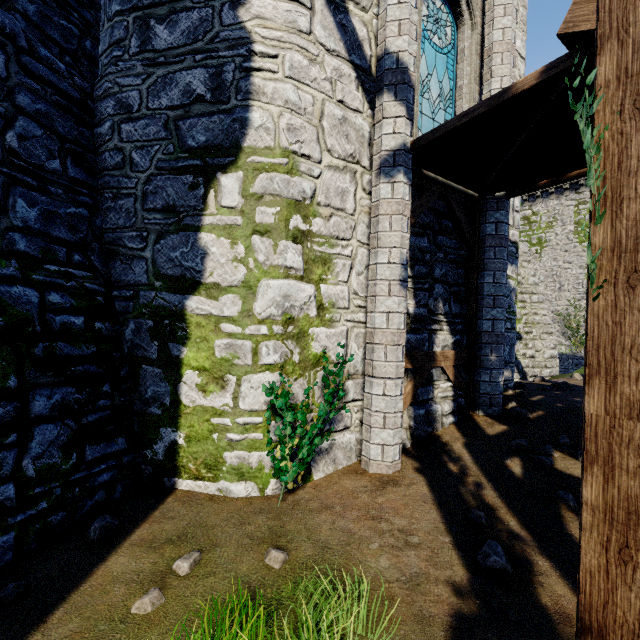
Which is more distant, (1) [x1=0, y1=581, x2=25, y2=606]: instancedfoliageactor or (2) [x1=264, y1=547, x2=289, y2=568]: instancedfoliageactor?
(2) [x1=264, y1=547, x2=289, y2=568]: instancedfoliageactor

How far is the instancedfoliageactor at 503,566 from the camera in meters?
3.0 m

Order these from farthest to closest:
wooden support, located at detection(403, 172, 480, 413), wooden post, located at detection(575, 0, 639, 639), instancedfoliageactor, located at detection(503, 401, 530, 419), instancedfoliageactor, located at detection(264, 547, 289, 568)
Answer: instancedfoliageactor, located at detection(503, 401, 530, 419) < wooden support, located at detection(403, 172, 480, 413) < instancedfoliageactor, located at detection(264, 547, 289, 568) < wooden post, located at detection(575, 0, 639, 639)

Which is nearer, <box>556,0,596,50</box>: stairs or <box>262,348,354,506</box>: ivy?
<box>556,0,596,50</box>: stairs

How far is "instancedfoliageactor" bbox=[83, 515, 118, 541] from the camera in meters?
3.3 m

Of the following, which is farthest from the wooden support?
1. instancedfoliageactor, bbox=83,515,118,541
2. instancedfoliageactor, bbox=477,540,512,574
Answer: instancedfoliageactor, bbox=83,515,118,541

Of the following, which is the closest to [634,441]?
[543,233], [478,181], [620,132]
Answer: [620,132]

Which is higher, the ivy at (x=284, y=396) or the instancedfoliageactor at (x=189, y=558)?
the ivy at (x=284, y=396)
